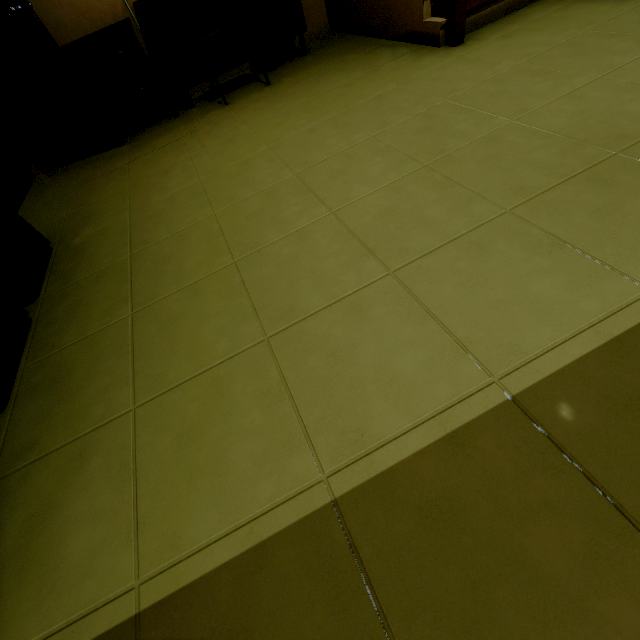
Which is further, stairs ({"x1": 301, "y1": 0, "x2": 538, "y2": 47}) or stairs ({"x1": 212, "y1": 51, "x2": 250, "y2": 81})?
stairs ({"x1": 212, "y1": 51, "x2": 250, "y2": 81})

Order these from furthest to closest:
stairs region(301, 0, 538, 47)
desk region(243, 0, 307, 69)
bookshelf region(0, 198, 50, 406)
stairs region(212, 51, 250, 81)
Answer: stairs region(212, 51, 250, 81) < desk region(243, 0, 307, 69) < stairs region(301, 0, 538, 47) < bookshelf region(0, 198, 50, 406)

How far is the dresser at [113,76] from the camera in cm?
265

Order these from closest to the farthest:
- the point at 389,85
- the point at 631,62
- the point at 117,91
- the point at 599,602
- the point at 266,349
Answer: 1. the point at 599,602
2. the point at 266,349
3. the point at 631,62
4. the point at 389,85
5. the point at 117,91

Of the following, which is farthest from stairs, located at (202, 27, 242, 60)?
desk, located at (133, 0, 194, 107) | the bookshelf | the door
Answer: the bookshelf

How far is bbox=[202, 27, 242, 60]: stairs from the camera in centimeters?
338cm

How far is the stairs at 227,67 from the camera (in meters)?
3.54
